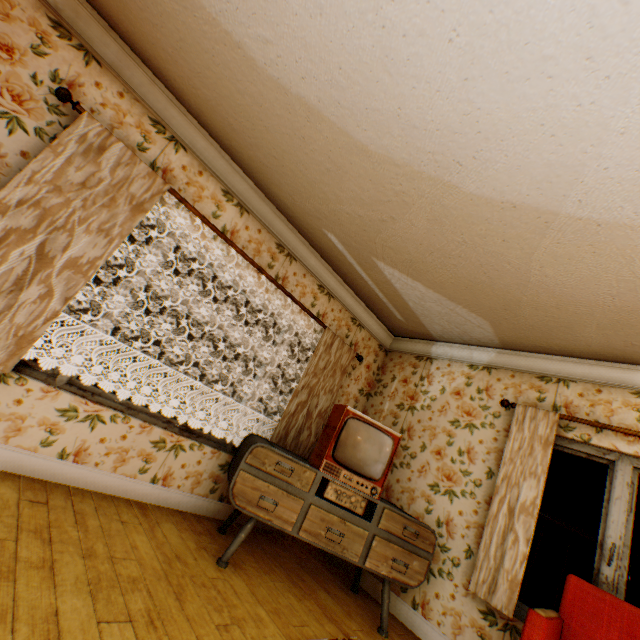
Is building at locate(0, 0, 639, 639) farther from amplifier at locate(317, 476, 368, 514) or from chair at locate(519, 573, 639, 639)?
amplifier at locate(317, 476, 368, 514)

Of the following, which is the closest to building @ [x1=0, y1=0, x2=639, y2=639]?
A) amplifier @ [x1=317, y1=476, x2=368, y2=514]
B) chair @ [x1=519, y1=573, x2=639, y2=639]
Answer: chair @ [x1=519, y1=573, x2=639, y2=639]

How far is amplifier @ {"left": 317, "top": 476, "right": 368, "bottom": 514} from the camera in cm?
293

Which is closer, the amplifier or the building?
the building

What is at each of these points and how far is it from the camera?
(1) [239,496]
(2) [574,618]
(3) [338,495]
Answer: (1) tv, 2.71m
(2) chair, 2.45m
(3) amplifier, 2.95m

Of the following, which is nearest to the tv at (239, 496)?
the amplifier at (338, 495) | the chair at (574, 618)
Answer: the amplifier at (338, 495)
